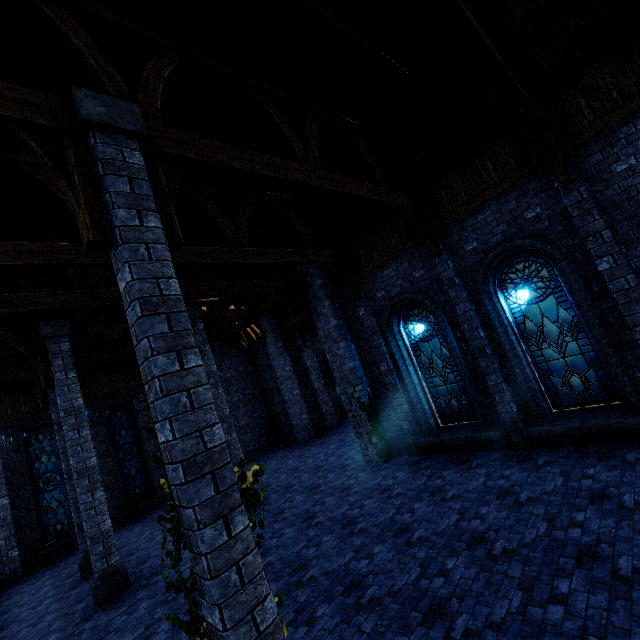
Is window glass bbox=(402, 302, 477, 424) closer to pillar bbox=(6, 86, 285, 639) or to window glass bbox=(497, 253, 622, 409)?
window glass bbox=(497, 253, 622, 409)

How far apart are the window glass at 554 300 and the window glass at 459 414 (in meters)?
1.54

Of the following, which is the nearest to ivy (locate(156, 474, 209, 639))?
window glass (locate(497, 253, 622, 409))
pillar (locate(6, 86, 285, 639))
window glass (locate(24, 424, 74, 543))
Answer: pillar (locate(6, 86, 285, 639))

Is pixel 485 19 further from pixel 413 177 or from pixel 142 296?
pixel 142 296

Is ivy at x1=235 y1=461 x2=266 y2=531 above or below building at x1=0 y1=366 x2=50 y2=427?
below

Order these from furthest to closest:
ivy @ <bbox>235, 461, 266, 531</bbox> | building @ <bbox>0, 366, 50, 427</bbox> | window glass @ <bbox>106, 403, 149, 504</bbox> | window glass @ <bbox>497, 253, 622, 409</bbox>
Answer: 1. window glass @ <bbox>106, 403, 149, 504</bbox>
2. building @ <bbox>0, 366, 50, 427</bbox>
3. window glass @ <bbox>497, 253, 622, 409</bbox>
4. ivy @ <bbox>235, 461, 266, 531</bbox>

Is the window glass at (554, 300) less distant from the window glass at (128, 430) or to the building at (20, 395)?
the building at (20, 395)

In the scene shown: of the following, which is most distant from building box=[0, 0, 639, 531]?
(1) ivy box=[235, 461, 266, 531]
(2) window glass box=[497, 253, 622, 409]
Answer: A: (2) window glass box=[497, 253, 622, 409]
